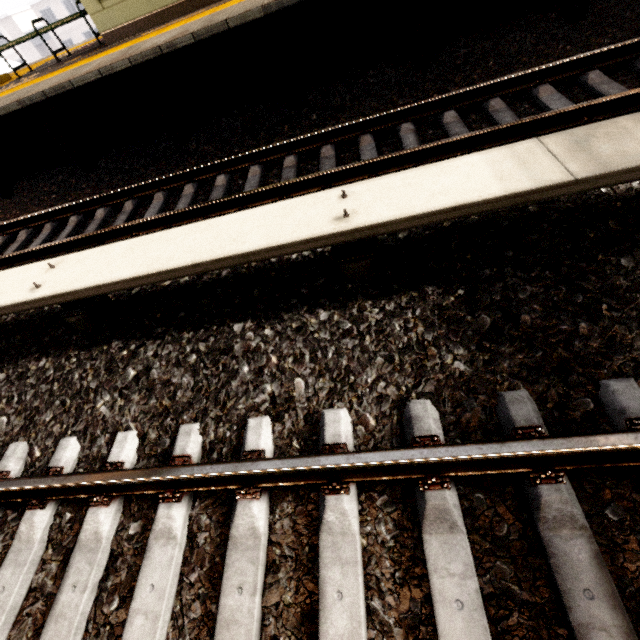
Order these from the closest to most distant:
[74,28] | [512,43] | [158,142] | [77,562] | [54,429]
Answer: [77,562], [54,429], [512,43], [158,142], [74,28]

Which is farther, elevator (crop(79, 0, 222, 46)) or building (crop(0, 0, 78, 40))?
building (crop(0, 0, 78, 40))

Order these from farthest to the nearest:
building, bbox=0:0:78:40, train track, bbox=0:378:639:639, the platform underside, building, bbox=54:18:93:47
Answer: building, bbox=54:18:93:47 → building, bbox=0:0:78:40 → the platform underside → train track, bbox=0:378:639:639

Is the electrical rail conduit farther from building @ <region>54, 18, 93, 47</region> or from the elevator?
building @ <region>54, 18, 93, 47</region>

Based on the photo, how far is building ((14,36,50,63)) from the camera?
41.41m

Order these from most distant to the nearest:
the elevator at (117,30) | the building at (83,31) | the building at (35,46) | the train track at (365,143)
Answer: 1. the building at (35,46)
2. the building at (83,31)
3. the elevator at (117,30)
4. the train track at (365,143)

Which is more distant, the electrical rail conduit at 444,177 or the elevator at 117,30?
the elevator at 117,30

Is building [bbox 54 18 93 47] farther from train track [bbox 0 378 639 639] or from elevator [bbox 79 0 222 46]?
A: train track [bbox 0 378 639 639]
